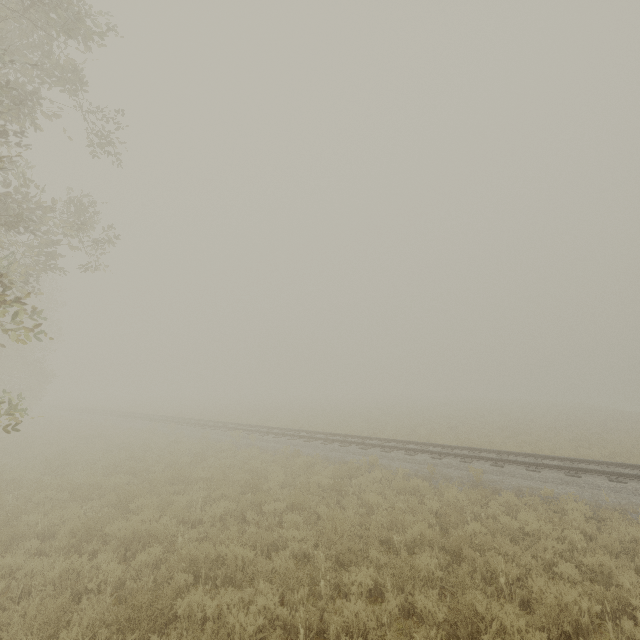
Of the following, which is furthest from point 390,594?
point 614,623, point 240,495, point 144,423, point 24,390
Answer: point 24,390
